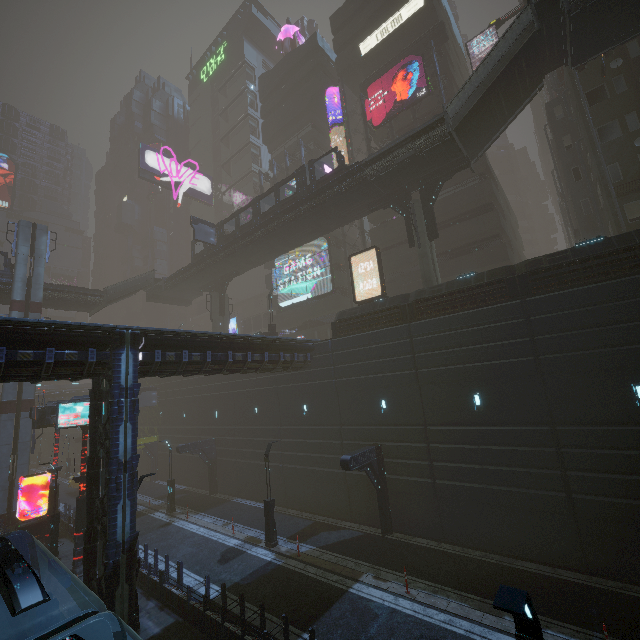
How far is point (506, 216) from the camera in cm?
3088

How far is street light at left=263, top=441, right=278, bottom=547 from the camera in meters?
18.4 m

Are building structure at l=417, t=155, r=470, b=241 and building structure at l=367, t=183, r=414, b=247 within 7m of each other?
yes

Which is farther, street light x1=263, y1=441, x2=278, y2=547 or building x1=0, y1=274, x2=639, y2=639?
street light x1=263, y1=441, x2=278, y2=547

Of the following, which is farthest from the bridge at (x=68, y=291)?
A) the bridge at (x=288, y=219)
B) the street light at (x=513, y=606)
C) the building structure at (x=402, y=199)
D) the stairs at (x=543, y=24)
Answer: the street light at (x=513, y=606)

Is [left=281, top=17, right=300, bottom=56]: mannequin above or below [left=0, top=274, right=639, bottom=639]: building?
above

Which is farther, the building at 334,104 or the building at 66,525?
the building at 334,104

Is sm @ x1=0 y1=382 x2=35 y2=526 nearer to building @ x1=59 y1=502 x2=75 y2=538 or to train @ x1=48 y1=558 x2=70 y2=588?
building @ x1=59 y1=502 x2=75 y2=538
